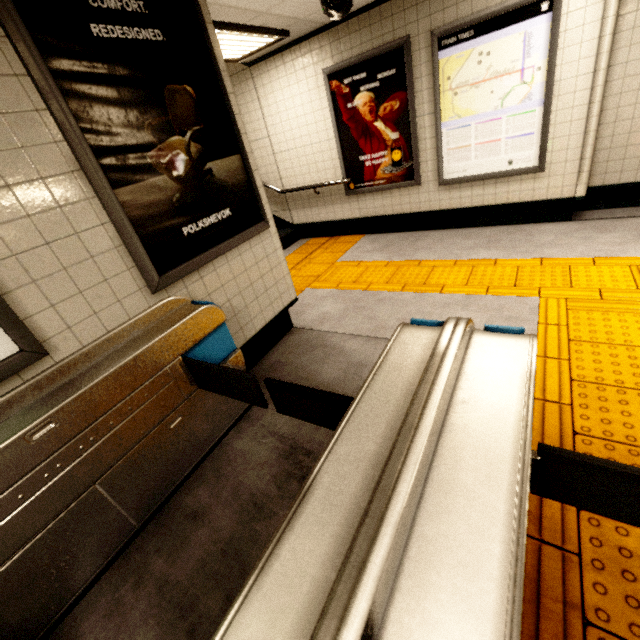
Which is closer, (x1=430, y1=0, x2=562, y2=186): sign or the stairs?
(x1=430, y1=0, x2=562, y2=186): sign

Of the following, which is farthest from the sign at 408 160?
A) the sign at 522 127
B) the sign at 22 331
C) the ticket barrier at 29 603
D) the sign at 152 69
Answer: the sign at 22 331

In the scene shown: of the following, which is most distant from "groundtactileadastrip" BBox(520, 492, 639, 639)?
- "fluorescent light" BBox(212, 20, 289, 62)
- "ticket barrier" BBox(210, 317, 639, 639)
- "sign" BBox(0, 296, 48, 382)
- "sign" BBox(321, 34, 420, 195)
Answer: "fluorescent light" BBox(212, 20, 289, 62)

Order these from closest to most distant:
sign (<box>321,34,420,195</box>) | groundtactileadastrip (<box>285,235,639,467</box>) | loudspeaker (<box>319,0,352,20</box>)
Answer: groundtactileadastrip (<box>285,235,639,467</box>), loudspeaker (<box>319,0,352,20</box>), sign (<box>321,34,420,195</box>)

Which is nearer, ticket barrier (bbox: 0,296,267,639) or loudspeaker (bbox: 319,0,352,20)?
ticket barrier (bbox: 0,296,267,639)

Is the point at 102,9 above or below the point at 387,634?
above

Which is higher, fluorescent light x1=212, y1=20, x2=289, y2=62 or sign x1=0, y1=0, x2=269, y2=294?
fluorescent light x1=212, y1=20, x2=289, y2=62

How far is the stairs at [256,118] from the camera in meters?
5.4
